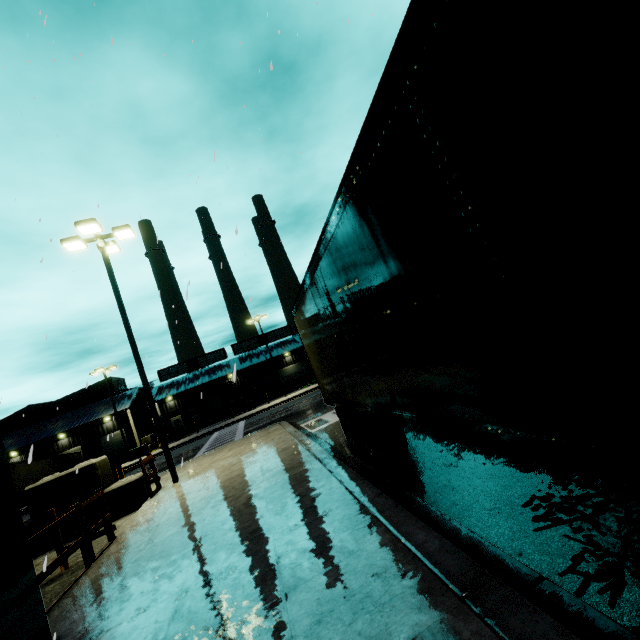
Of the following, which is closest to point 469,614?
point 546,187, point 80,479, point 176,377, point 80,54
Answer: point 546,187

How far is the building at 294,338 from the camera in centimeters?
4822cm

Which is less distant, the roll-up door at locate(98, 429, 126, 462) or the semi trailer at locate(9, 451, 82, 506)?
the semi trailer at locate(9, 451, 82, 506)

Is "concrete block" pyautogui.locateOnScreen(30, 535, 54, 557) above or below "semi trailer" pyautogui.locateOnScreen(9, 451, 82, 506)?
below

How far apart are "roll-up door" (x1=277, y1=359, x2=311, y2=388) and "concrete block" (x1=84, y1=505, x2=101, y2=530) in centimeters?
4078cm

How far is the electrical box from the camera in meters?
31.6 m

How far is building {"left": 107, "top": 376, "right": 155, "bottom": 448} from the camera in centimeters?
3653cm
